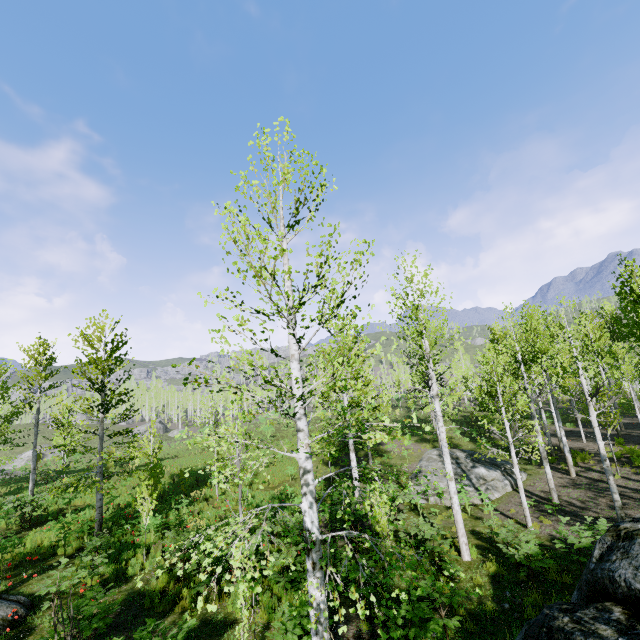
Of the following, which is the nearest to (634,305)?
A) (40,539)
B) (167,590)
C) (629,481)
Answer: (629,481)

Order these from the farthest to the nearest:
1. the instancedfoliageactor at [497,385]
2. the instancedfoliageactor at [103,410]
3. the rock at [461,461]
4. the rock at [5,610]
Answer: the rock at [461,461] → the rock at [5,610] → the instancedfoliageactor at [103,410] → the instancedfoliageactor at [497,385]

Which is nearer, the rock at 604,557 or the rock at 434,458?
the rock at 604,557

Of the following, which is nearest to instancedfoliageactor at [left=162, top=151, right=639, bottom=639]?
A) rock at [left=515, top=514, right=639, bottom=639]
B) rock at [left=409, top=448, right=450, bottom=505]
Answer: rock at [left=515, top=514, right=639, bottom=639]

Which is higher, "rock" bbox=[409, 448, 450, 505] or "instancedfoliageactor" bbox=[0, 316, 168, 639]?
"instancedfoliageactor" bbox=[0, 316, 168, 639]

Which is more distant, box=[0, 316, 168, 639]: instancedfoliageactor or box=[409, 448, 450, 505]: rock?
box=[409, 448, 450, 505]: rock

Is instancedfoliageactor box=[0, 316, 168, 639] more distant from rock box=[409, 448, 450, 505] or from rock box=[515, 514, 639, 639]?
rock box=[409, 448, 450, 505]
